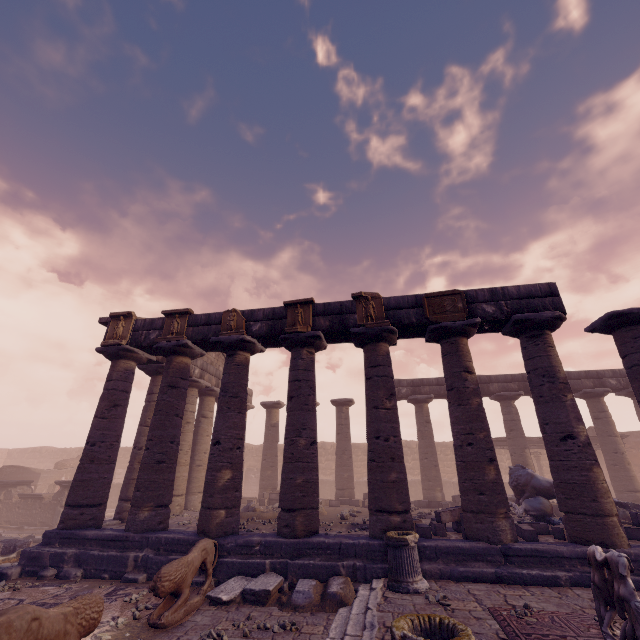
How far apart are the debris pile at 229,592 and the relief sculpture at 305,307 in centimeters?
600cm

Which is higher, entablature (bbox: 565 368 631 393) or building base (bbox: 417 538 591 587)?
entablature (bbox: 565 368 631 393)

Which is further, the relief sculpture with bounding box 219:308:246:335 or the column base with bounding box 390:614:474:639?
the relief sculpture with bounding box 219:308:246:335

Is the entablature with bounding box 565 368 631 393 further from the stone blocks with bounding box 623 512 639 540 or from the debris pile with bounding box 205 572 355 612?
the debris pile with bounding box 205 572 355 612

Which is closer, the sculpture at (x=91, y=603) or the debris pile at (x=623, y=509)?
the sculpture at (x=91, y=603)

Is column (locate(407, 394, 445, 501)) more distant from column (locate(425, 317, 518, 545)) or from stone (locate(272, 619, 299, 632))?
stone (locate(272, 619, 299, 632))

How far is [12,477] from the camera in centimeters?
2044cm

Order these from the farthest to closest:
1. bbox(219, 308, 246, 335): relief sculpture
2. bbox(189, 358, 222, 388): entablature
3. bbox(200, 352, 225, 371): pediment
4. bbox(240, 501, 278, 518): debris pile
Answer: bbox(200, 352, 225, 371): pediment → bbox(189, 358, 222, 388): entablature → bbox(240, 501, 278, 518): debris pile → bbox(219, 308, 246, 335): relief sculpture
